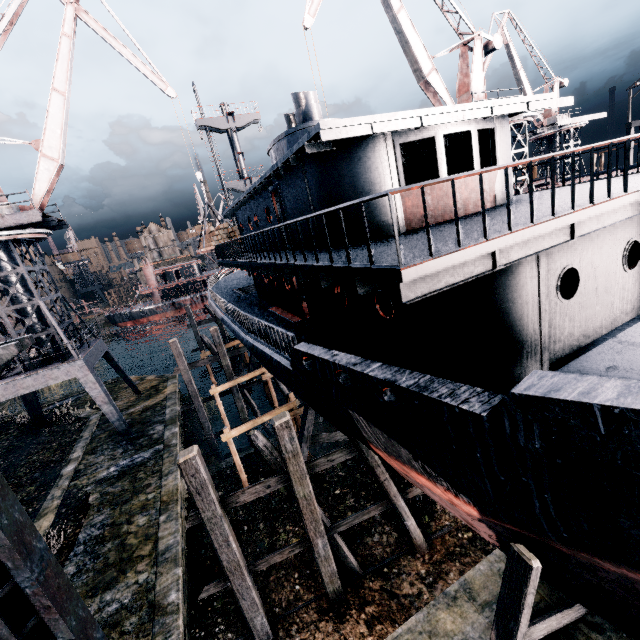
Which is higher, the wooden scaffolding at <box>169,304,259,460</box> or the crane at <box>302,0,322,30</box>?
the crane at <box>302,0,322,30</box>

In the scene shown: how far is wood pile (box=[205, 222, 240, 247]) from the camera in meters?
22.0 m

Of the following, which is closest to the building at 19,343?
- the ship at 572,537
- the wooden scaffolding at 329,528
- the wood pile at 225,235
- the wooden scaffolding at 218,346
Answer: the ship at 572,537

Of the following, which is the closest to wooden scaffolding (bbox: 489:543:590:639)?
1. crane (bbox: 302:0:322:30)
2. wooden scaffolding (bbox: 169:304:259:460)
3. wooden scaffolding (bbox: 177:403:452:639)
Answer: wooden scaffolding (bbox: 177:403:452:639)

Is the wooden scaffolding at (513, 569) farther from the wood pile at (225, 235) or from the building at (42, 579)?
the building at (42, 579)

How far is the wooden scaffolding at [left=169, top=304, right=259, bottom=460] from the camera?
21.8m

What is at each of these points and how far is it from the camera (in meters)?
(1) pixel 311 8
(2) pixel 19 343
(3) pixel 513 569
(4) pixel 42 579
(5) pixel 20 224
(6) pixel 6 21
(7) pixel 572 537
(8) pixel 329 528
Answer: (1) crane, 18.52
(2) building, 5.22
(3) wooden scaffolding, 6.81
(4) building, 5.95
(5) crane, 18.41
(6) crane, 18.38
(7) ship, 5.21
(8) wooden scaffolding, 11.05

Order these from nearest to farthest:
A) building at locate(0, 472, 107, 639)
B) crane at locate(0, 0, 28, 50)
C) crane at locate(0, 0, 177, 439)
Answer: building at locate(0, 472, 107, 639)
crane at locate(0, 0, 28, 50)
crane at locate(0, 0, 177, 439)
